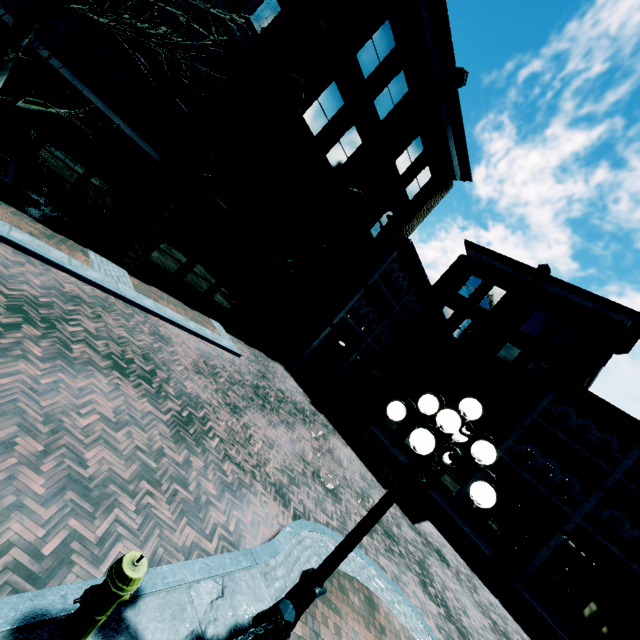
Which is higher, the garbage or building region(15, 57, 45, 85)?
building region(15, 57, 45, 85)

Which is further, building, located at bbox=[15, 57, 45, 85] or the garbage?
the garbage

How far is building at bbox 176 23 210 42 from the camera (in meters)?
11.82

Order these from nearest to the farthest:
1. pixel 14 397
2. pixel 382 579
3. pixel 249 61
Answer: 1. pixel 14 397
2. pixel 382 579
3. pixel 249 61

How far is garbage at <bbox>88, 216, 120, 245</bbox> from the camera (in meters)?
10.92

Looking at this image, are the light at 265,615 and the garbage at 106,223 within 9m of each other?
no

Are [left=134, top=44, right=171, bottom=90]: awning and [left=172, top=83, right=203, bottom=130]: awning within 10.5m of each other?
yes

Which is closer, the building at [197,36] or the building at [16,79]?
the building at [16,79]
